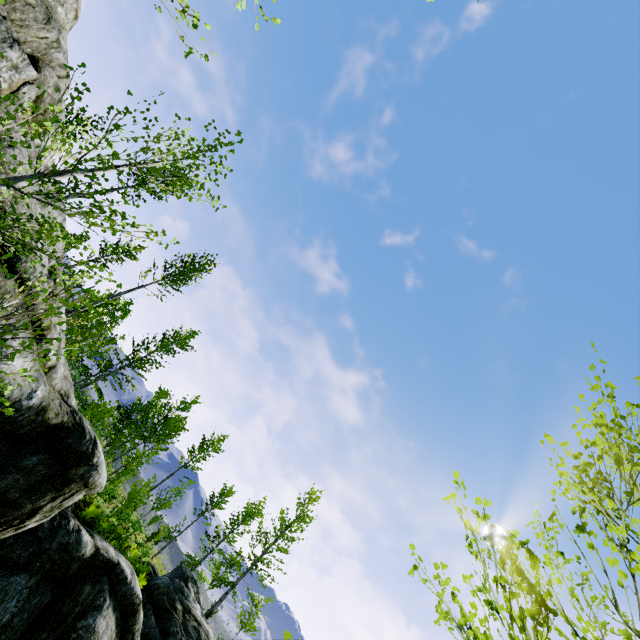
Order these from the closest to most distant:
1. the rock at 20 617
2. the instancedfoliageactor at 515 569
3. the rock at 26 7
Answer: the instancedfoliageactor at 515 569 → the rock at 26 7 → the rock at 20 617

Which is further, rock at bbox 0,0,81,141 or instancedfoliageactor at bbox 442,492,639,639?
rock at bbox 0,0,81,141

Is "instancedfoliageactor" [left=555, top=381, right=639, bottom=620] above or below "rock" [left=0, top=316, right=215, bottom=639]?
above

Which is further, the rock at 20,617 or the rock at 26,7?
the rock at 20,617

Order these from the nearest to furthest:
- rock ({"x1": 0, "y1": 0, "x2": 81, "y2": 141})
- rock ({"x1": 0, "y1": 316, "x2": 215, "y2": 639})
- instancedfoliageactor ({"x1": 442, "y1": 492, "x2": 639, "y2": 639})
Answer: instancedfoliageactor ({"x1": 442, "y1": 492, "x2": 639, "y2": 639})
rock ({"x1": 0, "y1": 0, "x2": 81, "y2": 141})
rock ({"x1": 0, "y1": 316, "x2": 215, "y2": 639})

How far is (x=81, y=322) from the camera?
14.8m
